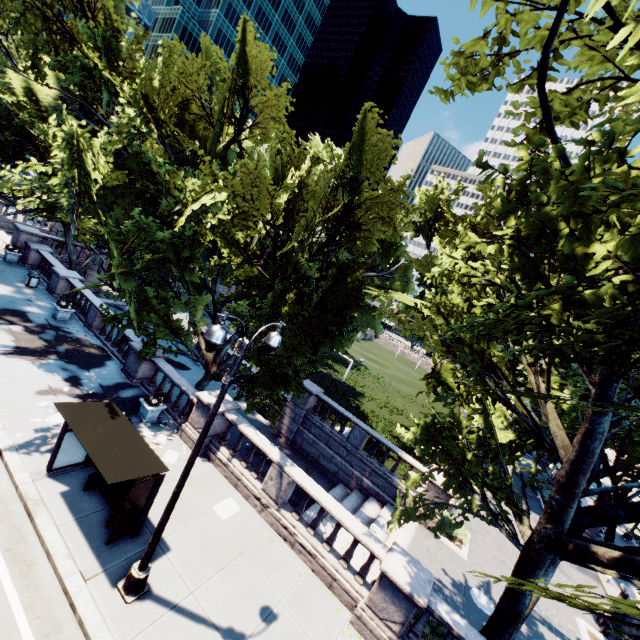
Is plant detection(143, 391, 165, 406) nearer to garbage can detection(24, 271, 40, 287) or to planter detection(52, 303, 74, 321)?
planter detection(52, 303, 74, 321)

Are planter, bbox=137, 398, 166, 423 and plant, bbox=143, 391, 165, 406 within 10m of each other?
yes

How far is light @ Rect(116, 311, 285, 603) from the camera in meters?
6.2

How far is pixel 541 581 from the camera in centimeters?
272cm

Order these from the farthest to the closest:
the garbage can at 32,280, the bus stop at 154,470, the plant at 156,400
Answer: the garbage can at 32,280 → the plant at 156,400 → the bus stop at 154,470

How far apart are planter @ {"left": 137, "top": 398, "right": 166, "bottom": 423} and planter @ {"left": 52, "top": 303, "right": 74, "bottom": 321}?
8.96m

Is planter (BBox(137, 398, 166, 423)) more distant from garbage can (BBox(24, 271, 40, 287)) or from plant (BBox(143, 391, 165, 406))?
garbage can (BBox(24, 271, 40, 287))

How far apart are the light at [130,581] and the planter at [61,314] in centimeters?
1549cm
